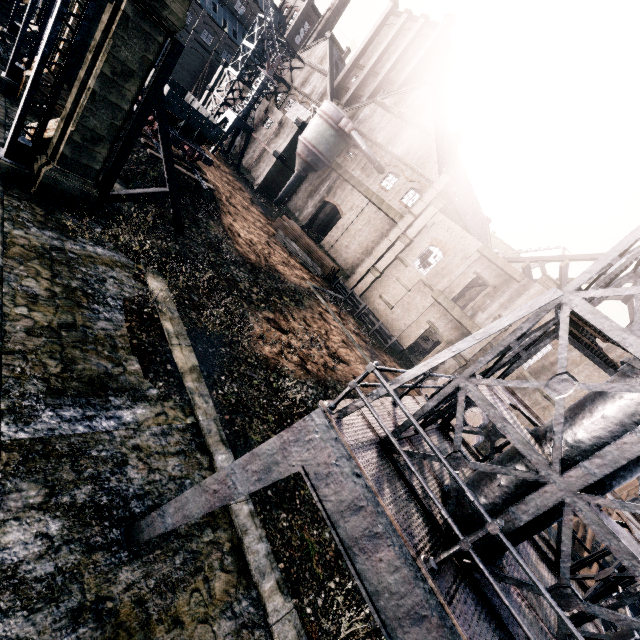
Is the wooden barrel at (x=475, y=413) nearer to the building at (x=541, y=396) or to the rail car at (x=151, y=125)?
the building at (x=541, y=396)

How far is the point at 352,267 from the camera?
37.4 meters

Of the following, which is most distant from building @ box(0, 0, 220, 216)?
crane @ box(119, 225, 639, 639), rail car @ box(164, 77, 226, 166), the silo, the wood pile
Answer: crane @ box(119, 225, 639, 639)

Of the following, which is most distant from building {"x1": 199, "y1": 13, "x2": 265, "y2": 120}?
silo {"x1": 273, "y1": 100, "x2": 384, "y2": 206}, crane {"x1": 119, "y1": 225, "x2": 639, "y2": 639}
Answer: crane {"x1": 119, "y1": 225, "x2": 639, "y2": 639}

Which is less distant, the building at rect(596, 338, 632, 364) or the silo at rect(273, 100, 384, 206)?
the building at rect(596, 338, 632, 364)

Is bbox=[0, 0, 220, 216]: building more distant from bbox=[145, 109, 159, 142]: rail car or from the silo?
bbox=[145, 109, 159, 142]: rail car

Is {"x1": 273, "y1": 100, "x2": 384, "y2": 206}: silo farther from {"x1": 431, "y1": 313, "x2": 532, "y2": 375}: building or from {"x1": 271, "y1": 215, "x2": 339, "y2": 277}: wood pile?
{"x1": 271, "y1": 215, "x2": 339, "y2": 277}: wood pile

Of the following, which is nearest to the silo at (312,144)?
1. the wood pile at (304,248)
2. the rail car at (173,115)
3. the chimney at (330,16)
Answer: the wood pile at (304,248)
